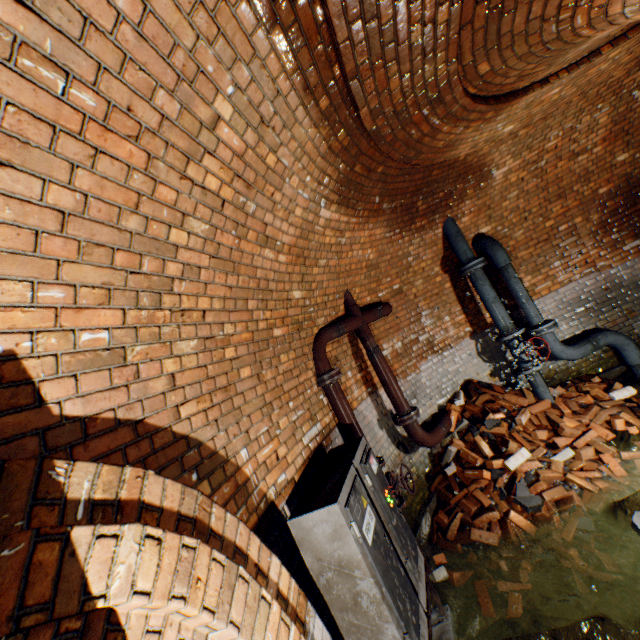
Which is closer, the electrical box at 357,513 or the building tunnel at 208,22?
the building tunnel at 208,22

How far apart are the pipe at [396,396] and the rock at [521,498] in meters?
1.1

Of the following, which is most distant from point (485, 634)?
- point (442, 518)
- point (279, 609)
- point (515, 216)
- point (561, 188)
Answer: point (561, 188)

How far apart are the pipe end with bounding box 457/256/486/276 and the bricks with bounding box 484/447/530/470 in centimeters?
197cm

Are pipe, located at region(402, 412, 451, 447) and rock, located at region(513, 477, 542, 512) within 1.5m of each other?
yes

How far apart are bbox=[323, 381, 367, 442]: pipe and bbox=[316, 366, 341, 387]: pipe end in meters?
0.0 m

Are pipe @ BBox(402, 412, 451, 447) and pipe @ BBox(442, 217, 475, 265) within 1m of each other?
no

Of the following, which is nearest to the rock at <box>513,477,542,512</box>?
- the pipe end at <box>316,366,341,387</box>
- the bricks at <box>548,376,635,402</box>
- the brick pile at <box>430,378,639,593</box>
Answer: the brick pile at <box>430,378,639,593</box>
